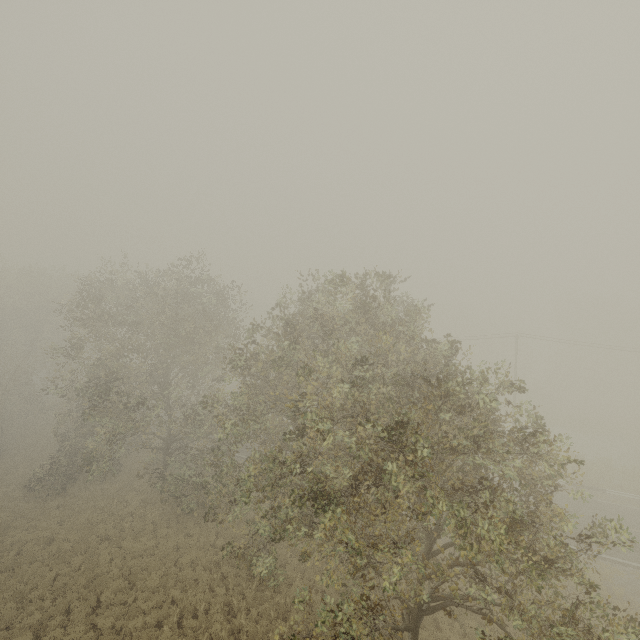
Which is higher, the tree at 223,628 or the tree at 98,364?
the tree at 98,364

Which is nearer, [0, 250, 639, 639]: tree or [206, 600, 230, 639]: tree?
[0, 250, 639, 639]: tree

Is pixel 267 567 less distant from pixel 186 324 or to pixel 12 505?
pixel 186 324

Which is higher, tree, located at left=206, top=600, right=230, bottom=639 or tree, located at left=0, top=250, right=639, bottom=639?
tree, located at left=0, top=250, right=639, bottom=639

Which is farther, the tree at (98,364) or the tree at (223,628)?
the tree at (223,628)
